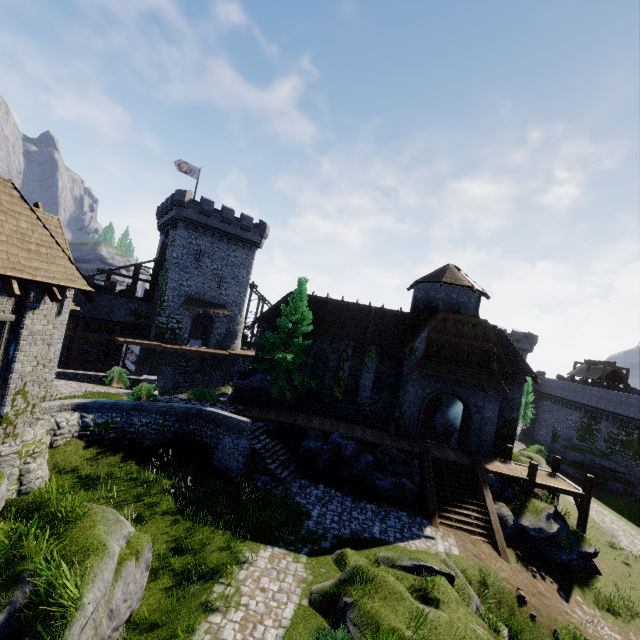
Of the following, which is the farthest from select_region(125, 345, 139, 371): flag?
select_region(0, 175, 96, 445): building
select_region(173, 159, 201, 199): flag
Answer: select_region(173, 159, 201, 199): flag

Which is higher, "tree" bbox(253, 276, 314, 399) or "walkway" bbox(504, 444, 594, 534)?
"tree" bbox(253, 276, 314, 399)

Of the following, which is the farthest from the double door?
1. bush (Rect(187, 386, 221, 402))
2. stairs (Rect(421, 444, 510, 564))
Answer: bush (Rect(187, 386, 221, 402))

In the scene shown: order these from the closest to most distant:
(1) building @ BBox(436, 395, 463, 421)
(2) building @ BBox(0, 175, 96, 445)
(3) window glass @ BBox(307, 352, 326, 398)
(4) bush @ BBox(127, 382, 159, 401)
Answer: (2) building @ BBox(0, 175, 96, 445), (4) bush @ BBox(127, 382, 159, 401), (3) window glass @ BBox(307, 352, 326, 398), (1) building @ BBox(436, 395, 463, 421)

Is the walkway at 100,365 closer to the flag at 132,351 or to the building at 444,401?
the flag at 132,351

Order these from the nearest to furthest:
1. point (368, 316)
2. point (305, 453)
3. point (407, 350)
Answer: point (305, 453) < point (407, 350) < point (368, 316)

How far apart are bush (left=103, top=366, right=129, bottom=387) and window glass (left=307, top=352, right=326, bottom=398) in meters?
13.0 m

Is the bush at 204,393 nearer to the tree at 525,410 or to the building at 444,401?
the building at 444,401
